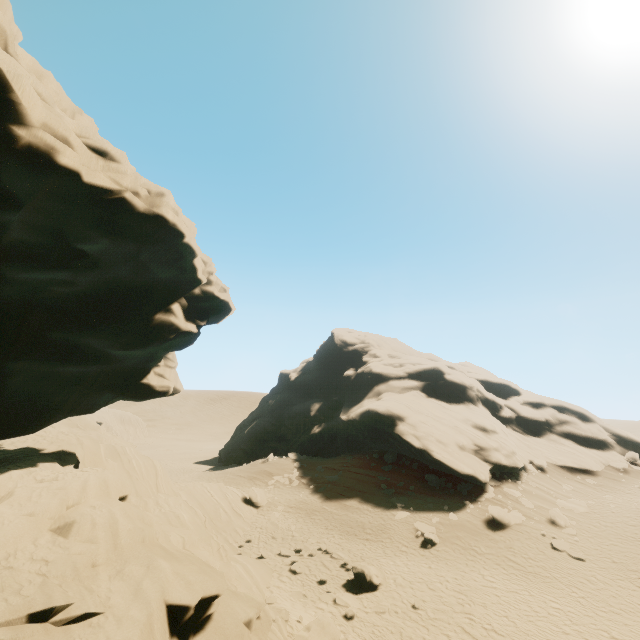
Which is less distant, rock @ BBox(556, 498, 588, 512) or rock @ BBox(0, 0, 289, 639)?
rock @ BBox(0, 0, 289, 639)

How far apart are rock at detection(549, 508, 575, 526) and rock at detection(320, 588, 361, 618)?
16.26m

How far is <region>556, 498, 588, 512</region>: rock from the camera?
23.9 meters

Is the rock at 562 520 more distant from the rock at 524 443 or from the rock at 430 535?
the rock at 430 535

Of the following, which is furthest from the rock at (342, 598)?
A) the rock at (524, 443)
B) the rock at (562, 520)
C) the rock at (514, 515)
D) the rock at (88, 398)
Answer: the rock at (562, 520)

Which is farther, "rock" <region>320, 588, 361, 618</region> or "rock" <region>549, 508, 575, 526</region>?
"rock" <region>549, 508, 575, 526</region>

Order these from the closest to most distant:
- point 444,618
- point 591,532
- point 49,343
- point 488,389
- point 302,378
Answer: point 49,343, point 444,618, point 591,532, point 488,389, point 302,378
